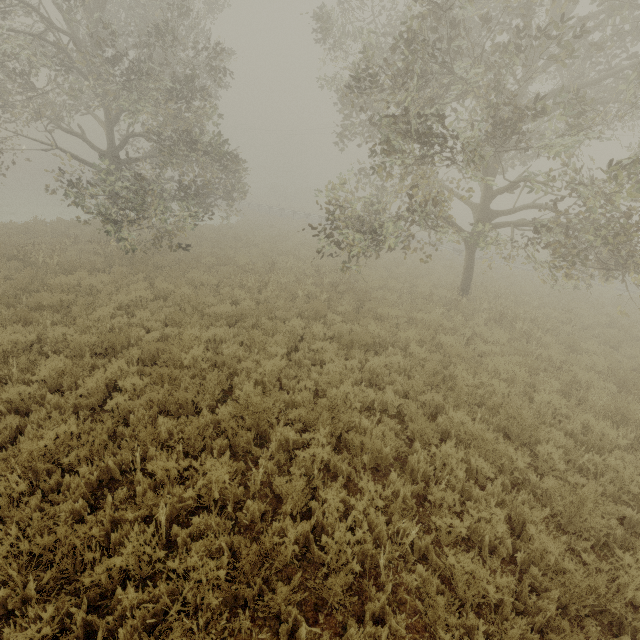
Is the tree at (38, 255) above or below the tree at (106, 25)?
below

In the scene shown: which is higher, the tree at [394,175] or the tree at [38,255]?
the tree at [394,175]

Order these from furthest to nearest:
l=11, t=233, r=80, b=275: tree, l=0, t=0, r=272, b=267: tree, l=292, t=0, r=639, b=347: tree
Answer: l=11, t=233, r=80, b=275: tree < l=0, t=0, r=272, b=267: tree < l=292, t=0, r=639, b=347: tree

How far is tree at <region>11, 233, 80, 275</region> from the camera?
11.1m

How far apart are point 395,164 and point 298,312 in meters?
5.1 m

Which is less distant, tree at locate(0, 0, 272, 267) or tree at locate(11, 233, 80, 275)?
tree at locate(0, 0, 272, 267)

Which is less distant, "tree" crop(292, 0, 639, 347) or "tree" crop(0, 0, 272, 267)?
"tree" crop(292, 0, 639, 347)
